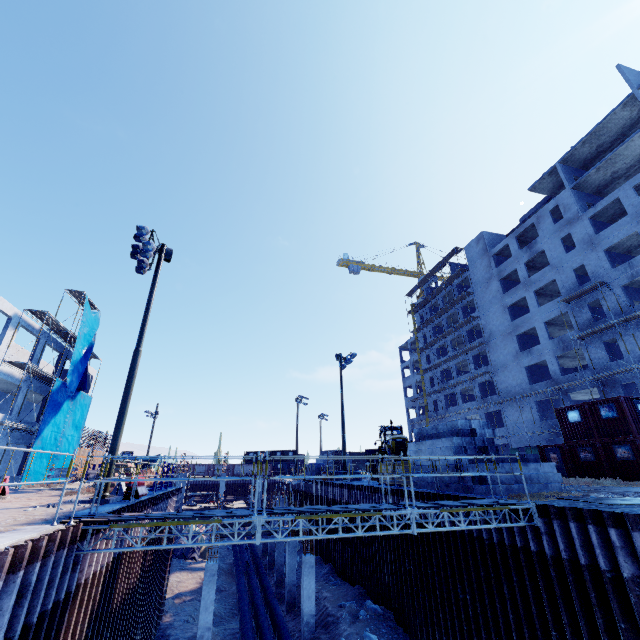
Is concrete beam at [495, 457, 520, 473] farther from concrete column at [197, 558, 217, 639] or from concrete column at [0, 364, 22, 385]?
concrete column at [0, 364, 22, 385]

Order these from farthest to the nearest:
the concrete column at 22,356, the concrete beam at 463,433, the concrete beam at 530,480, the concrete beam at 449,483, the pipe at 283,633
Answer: the concrete column at 22,356, the pipe at 283,633, the concrete beam at 463,433, the concrete beam at 530,480, the concrete beam at 449,483

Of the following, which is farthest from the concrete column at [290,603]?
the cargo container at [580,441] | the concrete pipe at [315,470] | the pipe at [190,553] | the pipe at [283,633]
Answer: the cargo container at [580,441]

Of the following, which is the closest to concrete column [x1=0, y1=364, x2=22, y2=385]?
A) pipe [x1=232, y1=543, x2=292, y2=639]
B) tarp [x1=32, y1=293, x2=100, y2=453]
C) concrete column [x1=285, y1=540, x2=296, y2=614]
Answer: tarp [x1=32, y1=293, x2=100, y2=453]

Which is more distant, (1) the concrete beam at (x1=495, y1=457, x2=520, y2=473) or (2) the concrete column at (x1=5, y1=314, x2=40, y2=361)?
(2) the concrete column at (x1=5, y1=314, x2=40, y2=361)

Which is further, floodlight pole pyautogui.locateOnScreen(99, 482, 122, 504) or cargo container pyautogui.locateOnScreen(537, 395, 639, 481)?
cargo container pyautogui.locateOnScreen(537, 395, 639, 481)

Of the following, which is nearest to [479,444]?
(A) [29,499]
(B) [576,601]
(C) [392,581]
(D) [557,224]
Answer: (B) [576,601]

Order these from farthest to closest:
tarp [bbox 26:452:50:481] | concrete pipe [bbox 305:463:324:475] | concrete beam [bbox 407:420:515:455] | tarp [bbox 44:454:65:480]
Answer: concrete pipe [bbox 305:463:324:475] → tarp [bbox 44:454:65:480] → tarp [bbox 26:452:50:481] → concrete beam [bbox 407:420:515:455]
